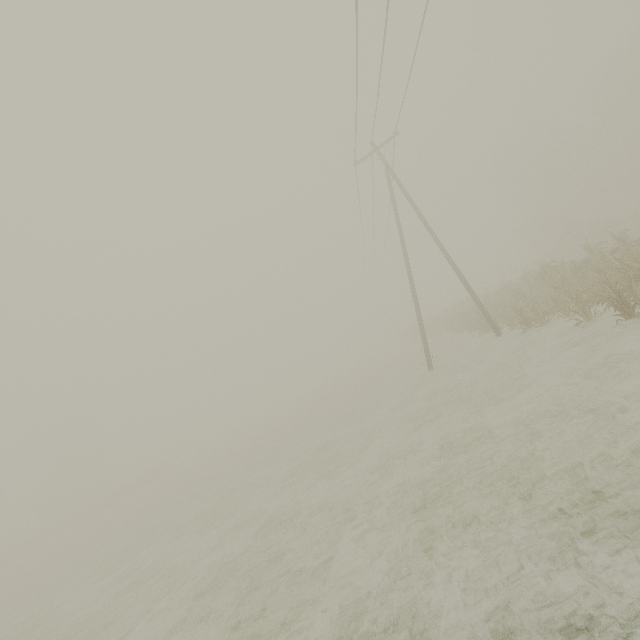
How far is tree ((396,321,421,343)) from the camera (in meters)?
38.90

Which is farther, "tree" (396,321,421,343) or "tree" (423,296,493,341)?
"tree" (396,321,421,343)

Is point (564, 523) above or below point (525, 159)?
below

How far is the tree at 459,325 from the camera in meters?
19.0

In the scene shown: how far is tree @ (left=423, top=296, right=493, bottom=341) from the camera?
19.0m

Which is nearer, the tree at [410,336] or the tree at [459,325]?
the tree at [459,325]
